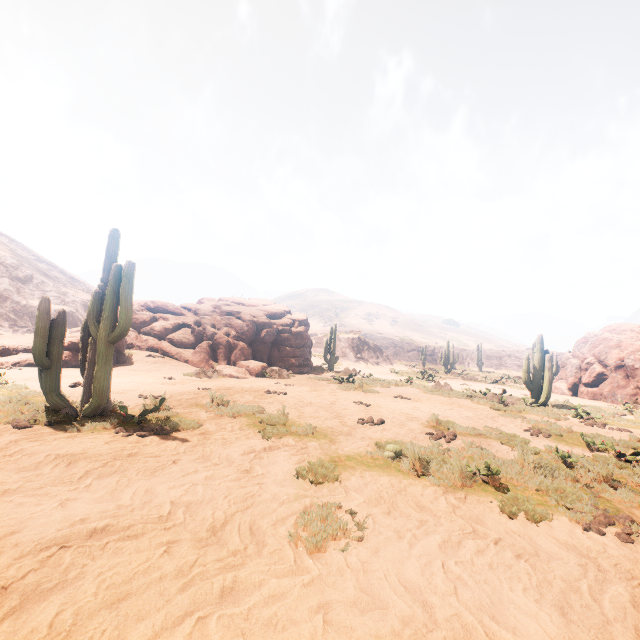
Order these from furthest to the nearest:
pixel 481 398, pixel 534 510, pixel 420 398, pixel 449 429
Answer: pixel 481 398 → pixel 420 398 → pixel 449 429 → pixel 534 510

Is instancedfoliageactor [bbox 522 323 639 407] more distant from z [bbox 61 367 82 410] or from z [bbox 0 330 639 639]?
z [bbox 61 367 82 410]

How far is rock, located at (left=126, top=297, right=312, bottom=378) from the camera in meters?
16.6

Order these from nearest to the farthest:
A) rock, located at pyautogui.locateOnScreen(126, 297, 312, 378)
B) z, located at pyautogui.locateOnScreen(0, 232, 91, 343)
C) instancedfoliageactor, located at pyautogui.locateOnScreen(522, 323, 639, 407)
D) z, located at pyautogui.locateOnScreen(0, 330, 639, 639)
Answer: z, located at pyautogui.locateOnScreen(0, 330, 639, 639), instancedfoliageactor, located at pyautogui.locateOnScreen(522, 323, 639, 407), rock, located at pyautogui.locateOnScreen(126, 297, 312, 378), z, located at pyautogui.locateOnScreen(0, 232, 91, 343)

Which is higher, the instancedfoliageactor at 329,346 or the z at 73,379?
the instancedfoliageactor at 329,346

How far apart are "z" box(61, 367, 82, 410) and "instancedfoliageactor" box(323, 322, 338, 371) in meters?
15.2

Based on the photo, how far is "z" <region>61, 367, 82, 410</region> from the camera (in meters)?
7.15

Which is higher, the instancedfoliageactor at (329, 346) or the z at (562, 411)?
the instancedfoliageactor at (329, 346)
